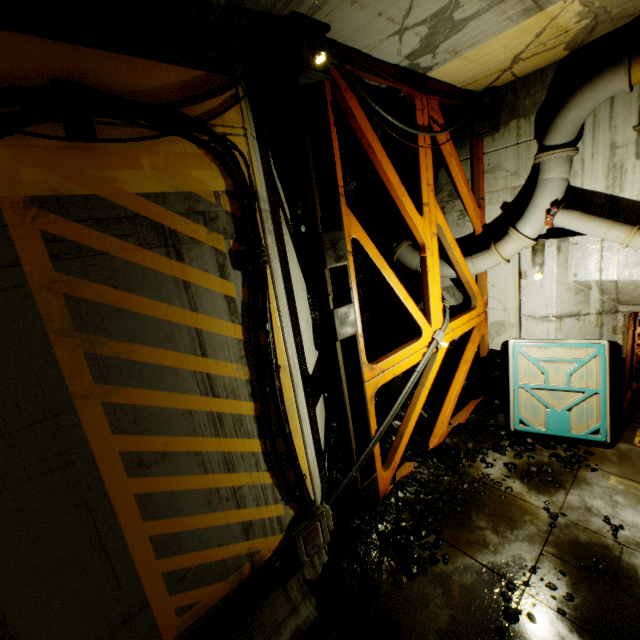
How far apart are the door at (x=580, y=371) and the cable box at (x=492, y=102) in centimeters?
434cm

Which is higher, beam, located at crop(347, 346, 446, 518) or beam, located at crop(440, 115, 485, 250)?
beam, located at crop(440, 115, 485, 250)

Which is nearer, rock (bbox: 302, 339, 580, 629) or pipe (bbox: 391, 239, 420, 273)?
rock (bbox: 302, 339, 580, 629)

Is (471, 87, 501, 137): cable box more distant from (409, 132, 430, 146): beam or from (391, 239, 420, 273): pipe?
(391, 239, 420, 273): pipe

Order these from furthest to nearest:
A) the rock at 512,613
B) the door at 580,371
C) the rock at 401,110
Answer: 1. the door at 580,371
2. the rock at 401,110
3. the rock at 512,613

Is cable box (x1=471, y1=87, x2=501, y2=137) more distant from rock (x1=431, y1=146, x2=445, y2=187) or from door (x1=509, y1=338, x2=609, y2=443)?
door (x1=509, y1=338, x2=609, y2=443)

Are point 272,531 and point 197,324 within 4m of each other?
yes

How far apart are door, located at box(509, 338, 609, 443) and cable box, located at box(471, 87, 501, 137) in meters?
4.3 m
